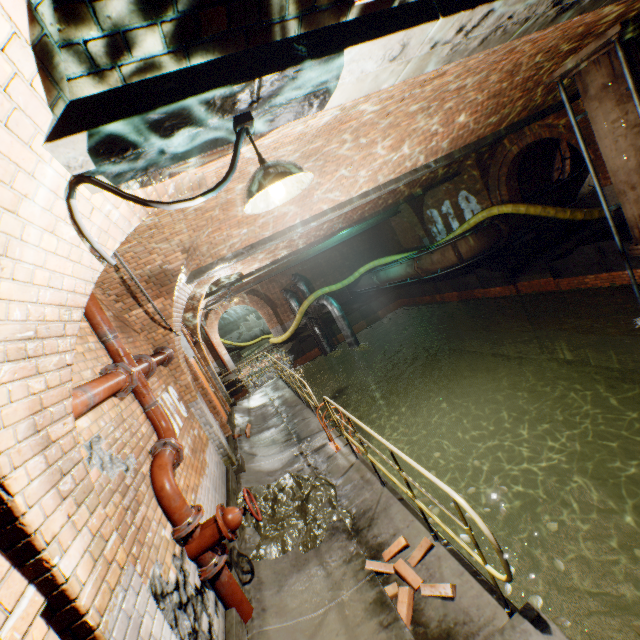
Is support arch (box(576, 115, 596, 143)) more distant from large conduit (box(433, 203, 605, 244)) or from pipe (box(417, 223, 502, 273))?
pipe (box(417, 223, 502, 273))

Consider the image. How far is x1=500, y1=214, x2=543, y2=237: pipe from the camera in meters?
13.1 m

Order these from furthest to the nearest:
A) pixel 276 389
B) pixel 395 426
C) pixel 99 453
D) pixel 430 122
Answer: pixel 395 426 → pixel 276 389 → pixel 430 122 → pixel 99 453

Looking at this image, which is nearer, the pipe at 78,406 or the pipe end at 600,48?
the pipe at 78,406

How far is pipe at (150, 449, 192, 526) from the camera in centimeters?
307cm

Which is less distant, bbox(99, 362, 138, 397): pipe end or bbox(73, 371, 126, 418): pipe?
bbox(73, 371, 126, 418): pipe

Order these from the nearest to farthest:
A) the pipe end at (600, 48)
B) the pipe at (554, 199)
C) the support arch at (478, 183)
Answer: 1. the pipe end at (600, 48)
2. the support arch at (478, 183)
3. the pipe at (554, 199)

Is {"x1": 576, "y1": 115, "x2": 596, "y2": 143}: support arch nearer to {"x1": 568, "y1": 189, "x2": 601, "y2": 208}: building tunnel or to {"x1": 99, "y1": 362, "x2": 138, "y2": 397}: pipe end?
{"x1": 568, "y1": 189, "x2": 601, "y2": 208}: building tunnel
